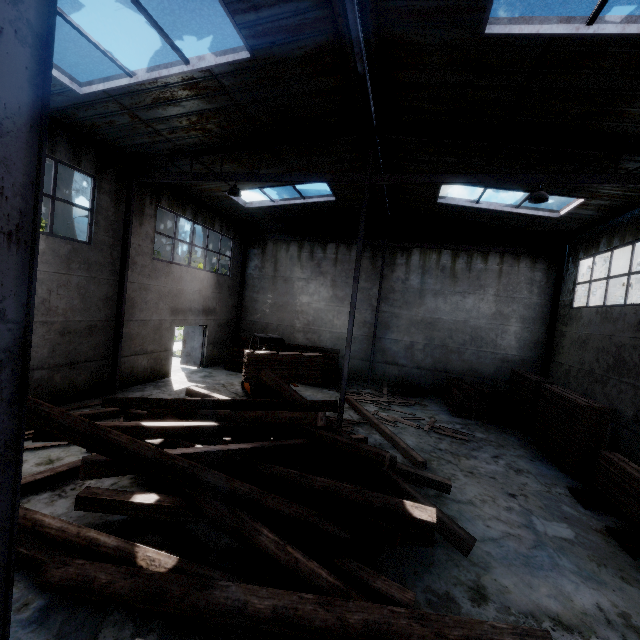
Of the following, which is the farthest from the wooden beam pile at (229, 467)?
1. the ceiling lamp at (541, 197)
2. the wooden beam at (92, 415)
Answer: the ceiling lamp at (541, 197)

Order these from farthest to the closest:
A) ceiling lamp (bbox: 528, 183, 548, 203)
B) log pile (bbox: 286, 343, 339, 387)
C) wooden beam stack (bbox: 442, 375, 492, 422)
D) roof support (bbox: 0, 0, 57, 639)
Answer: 1. log pile (bbox: 286, 343, 339, 387)
2. wooden beam stack (bbox: 442, 375, 492, 422)
3. ceiling lamp (bbox: 528, 183, 548, 203)
4. roof support (bbox: 0, 0, 57, 639)

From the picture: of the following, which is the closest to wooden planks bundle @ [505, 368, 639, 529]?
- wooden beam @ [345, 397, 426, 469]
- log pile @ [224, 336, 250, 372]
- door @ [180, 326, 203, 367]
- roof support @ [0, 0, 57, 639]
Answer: wooden beam @ [345, 397, 426, 469]

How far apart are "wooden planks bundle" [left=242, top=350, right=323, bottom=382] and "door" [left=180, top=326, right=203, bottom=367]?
6.6m

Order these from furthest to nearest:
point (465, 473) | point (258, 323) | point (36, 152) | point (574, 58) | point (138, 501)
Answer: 1. point (258, 323)
2. point (465, 473)
3. point (574, 58)
4. point (138, 501)
5. point (36, 152)

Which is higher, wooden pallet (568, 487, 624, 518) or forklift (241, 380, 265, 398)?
forklift (241, 380, 265, 398)

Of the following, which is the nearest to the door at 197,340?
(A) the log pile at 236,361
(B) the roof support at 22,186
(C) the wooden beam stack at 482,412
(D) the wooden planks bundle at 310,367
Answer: (A) the log pile at 236,361

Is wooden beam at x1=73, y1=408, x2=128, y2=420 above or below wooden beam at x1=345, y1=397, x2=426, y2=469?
below
